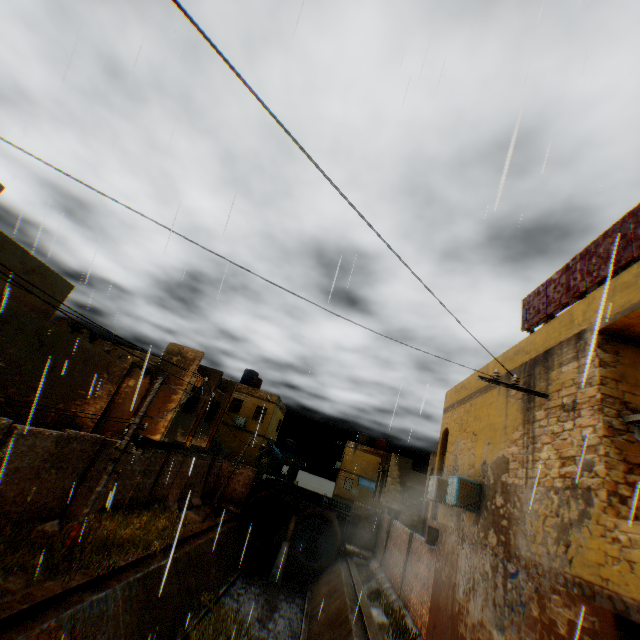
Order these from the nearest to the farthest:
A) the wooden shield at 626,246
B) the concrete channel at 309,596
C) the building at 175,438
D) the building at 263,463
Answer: the wooden shield at 626,246 < the concrete channel at 309,596 < the building at 175,438 < the building at 263,463

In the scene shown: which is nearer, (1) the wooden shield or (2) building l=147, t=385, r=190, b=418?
(1) the wooden shield

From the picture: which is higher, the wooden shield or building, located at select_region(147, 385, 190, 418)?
the wooden shield

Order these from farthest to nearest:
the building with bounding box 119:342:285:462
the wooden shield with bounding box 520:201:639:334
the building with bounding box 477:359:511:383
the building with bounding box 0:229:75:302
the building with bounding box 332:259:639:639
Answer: the building with bounding box 119:342:285:462
the building with bounding box 477:359:511:383
the building with bounding box 0:229:75:302
the wooden shield with bounding box 520:201:639:334
the building with bounding box 332:259:639:639

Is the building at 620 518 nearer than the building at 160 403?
Yes

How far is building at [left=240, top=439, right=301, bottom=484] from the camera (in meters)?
29.95

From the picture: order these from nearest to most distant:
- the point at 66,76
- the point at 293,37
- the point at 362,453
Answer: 1. the point at 293,37
2. the point at 66,76
3. the point at 362,453

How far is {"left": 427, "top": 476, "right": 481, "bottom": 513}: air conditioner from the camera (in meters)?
9.58
